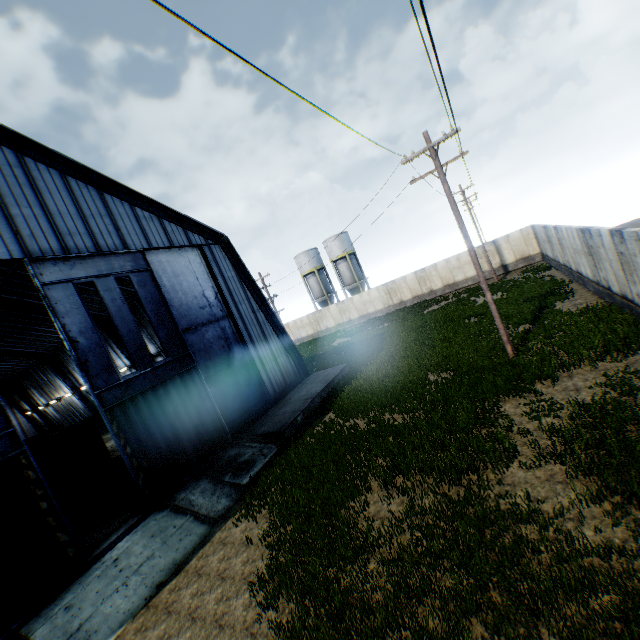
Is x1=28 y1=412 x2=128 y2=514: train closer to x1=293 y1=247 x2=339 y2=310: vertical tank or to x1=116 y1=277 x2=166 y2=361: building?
x1=116 y1=277 x2=166 y2=361: building

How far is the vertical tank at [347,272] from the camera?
46.8 meters

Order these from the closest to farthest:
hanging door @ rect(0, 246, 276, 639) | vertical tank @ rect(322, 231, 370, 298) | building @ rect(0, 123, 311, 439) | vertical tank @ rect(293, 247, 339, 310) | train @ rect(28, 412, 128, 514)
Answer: hanging door @ rect(0, 246, 276, 639) → building @ rect(0, 123, 311, 439) → train @ rect(28, 412, 128, 514) → vertical tank @ rect(322, 231, 370, 298) → vertical tank @ rect(293, 247, 339, 310)

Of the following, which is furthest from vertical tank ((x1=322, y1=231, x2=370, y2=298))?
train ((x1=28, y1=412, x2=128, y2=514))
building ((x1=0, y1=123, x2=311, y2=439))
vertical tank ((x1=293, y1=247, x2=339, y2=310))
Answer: train ((x1=28, y1=412, x2=128, y2=514))

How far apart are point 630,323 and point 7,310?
38.4 meters

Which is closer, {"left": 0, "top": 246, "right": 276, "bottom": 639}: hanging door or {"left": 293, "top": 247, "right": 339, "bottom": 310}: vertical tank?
{"left": 0, "top": 246, "right": 276, "bottom": 639}: hanging door

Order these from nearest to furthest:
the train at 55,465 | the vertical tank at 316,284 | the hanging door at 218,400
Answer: the hanging door at 218,400, the train at 55,465, the vertical tank at 316,284

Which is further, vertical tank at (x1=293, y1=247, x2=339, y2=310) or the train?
vertical tank at (x1=293, y1=247, x2=339, y2=310)
